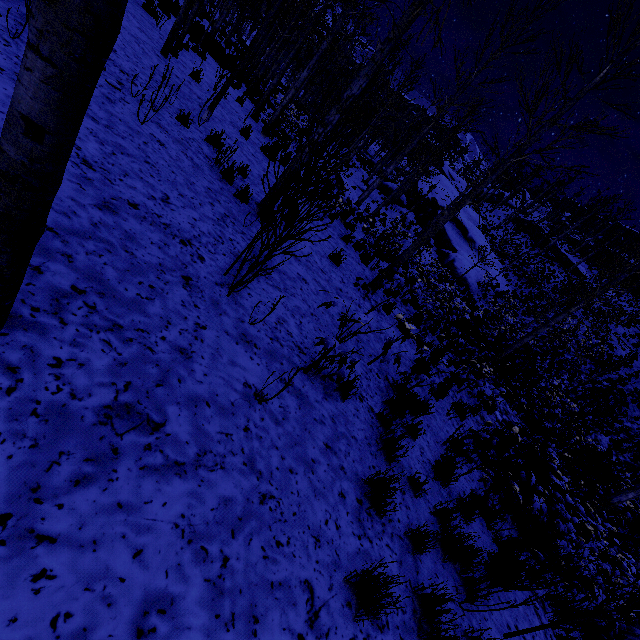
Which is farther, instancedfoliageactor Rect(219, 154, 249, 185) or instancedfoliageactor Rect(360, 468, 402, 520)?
instancedfoliageactor Rect(219, 154, 249, 185)

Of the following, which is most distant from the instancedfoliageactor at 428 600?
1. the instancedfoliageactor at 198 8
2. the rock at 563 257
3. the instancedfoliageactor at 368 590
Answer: the rock at 563 257

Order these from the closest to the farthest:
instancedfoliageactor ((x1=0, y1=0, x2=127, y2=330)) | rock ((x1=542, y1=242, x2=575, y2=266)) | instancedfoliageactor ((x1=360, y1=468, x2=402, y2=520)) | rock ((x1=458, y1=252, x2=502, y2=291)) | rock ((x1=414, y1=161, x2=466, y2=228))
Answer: instancedfoliageactor ((x1=0, y1=0, x2=127, y2=330))
instancedfoliageactor ((x1=360, y1=468, x2=402, y2=520))
rock ((x1=458, y1=252, x2=502, y2=291))
rock ((x1=414, y1=161, x2=466, y2=228))
rock ((x1=542, y1=242, x2=575, y2=266))

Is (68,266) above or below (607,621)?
below

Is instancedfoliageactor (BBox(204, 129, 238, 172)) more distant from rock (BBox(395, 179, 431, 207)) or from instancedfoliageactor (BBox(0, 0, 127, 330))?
instancedfoliageactor (BBox(0, 0, 127, 330))

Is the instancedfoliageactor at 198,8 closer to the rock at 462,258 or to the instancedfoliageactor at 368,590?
the rock at 462,258

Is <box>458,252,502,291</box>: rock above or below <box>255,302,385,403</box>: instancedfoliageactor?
above

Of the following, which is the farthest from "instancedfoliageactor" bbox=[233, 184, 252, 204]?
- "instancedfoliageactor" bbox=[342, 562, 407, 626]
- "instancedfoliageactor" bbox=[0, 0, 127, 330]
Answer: "instancedfoliageactor" bbox=[0, 0, 127, 330]
